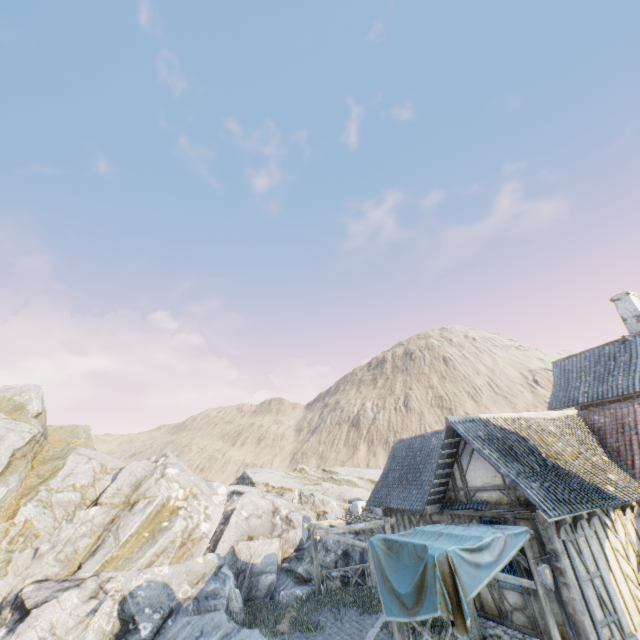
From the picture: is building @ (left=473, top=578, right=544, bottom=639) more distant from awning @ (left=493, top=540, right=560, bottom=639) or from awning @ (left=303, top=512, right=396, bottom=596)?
awning @ (left=303, top=512, right=396, bottom=596)

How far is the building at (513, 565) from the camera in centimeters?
932cm

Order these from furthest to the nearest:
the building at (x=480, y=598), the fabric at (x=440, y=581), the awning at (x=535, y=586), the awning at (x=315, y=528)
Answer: the awning at (x=315, y=528) → the building at (x=480, y=598) → the awning at (x=535, y=586) → the fabric at (x=440, y=581)

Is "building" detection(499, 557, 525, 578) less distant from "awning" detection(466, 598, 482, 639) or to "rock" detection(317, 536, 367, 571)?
"awning" detection(466, 598, 482, 639)

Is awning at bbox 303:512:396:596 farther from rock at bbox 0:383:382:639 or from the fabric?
the fabric

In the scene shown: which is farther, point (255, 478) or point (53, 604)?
point (255, 478)

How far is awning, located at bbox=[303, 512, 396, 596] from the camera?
13.6m

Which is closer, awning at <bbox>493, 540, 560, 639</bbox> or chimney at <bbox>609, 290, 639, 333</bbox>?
awning at <bbox>493, 540, 560, 639</bbox>
